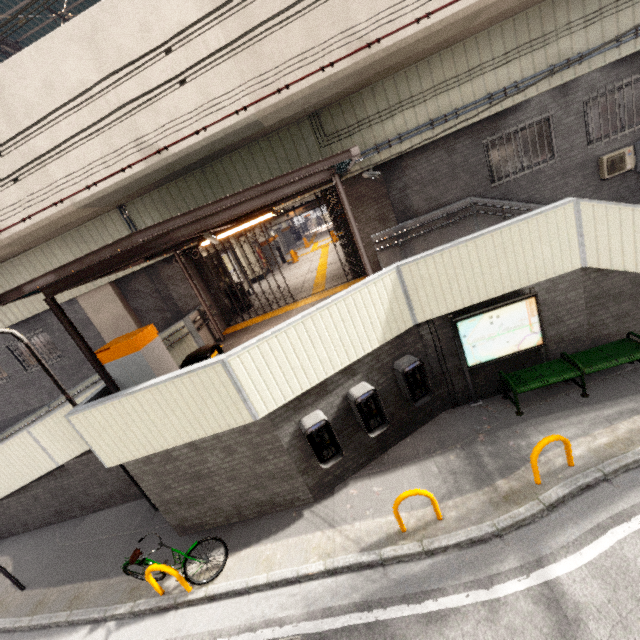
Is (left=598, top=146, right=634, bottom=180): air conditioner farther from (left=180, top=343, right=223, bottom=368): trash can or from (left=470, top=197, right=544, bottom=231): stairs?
(left=180, top=343, right=223, bottom=368): trash can

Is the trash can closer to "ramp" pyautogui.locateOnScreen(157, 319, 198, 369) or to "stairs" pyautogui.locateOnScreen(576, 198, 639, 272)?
"ramp" pyautogui.locateOnScreen(157, 319, 198, 369)

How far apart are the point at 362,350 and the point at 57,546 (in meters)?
8.97

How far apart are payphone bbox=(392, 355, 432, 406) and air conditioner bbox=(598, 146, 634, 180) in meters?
8.1

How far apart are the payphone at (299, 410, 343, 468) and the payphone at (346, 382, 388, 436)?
0.51m

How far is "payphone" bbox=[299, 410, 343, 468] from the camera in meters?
5.4

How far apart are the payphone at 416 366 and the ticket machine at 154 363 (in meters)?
3.96

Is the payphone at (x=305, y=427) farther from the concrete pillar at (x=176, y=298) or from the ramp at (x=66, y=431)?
the concrete pillar at (x=176, y=298)
